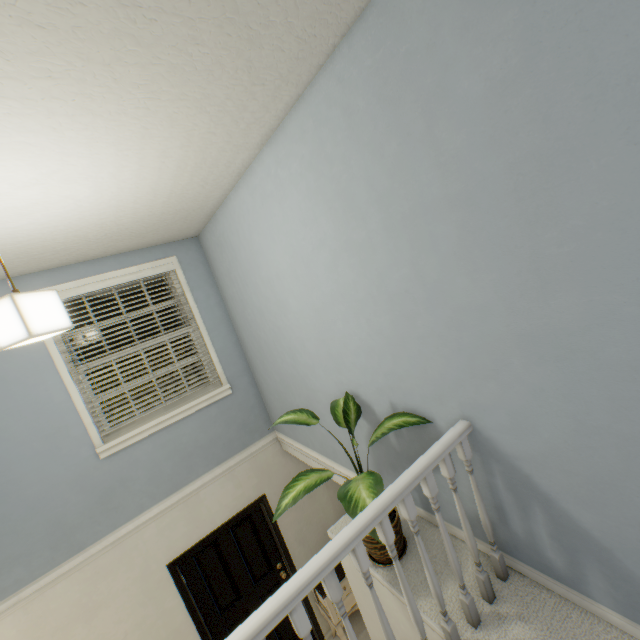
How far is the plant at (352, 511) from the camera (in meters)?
1.38

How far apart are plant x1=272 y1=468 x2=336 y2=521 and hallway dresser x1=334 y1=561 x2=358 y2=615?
2.3m

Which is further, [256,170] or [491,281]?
[256,170]

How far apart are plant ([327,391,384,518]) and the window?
1.7m

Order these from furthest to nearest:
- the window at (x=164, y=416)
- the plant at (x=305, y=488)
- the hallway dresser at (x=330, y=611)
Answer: the hallway dresser at (x=330, y=611), the window at (x=164, y=416), the plant at (x=305, y=488)

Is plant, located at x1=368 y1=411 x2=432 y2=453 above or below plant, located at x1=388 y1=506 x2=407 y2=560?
Result: above

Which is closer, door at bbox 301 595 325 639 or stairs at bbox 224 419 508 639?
stairs at bbox 224 419 508 639

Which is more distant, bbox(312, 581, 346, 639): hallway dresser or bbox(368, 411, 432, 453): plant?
bbox(312, 581, 346, 639): hallway dresser
